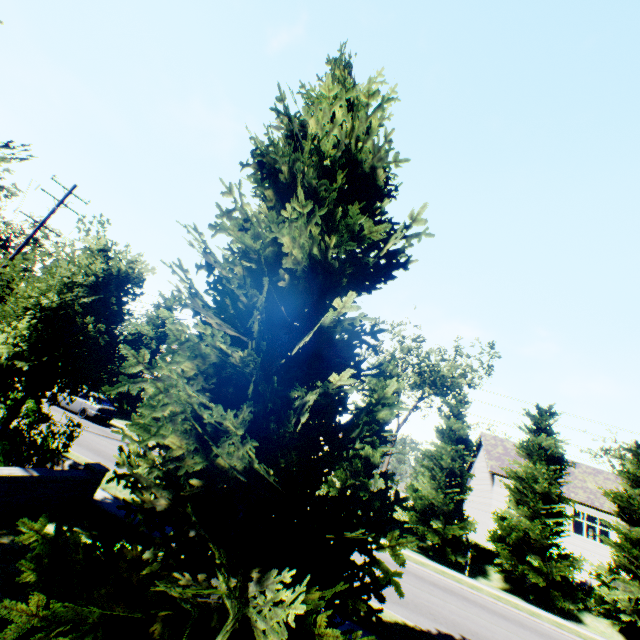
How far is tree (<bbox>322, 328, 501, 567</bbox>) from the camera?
20.22m

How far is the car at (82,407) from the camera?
21.5 meters

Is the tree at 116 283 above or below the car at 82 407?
above

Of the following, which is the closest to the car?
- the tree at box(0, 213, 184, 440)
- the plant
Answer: the tree at box(0, 213, 184, 440)

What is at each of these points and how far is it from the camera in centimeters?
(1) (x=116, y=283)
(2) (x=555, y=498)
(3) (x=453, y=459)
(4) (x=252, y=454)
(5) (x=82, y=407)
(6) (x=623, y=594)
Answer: (1) tree, 795cm
(2) tree, 1956cm
(3) tree, 2172cm
(4) plant, 348cm
(5) car, 2169cm
(6) tree, 1742cm

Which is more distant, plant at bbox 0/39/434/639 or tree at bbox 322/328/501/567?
tree at bbox 322/328/501/567

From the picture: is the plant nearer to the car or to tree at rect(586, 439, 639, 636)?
tree at rect(586, 439, 639, 636)
